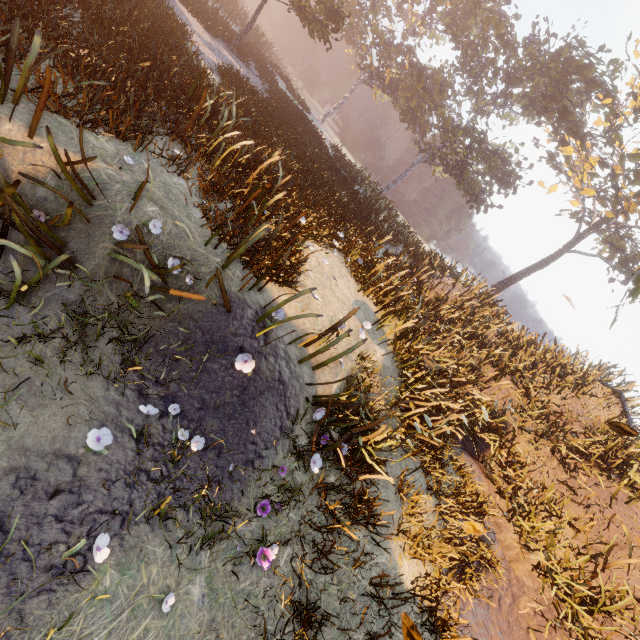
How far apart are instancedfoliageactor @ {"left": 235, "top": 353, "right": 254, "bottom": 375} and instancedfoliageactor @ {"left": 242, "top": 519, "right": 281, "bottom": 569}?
2.1m

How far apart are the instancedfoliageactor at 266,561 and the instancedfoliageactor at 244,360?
2.05m

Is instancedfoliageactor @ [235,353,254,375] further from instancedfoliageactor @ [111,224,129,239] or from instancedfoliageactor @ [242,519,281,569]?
instancedfoliageactor @ [242,519,281,569]

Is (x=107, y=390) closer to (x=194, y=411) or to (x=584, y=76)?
(x=194, y=411)

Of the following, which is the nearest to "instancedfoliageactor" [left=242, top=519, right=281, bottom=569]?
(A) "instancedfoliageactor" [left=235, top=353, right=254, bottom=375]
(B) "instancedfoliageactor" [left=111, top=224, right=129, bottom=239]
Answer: (A) "instancedfoliageactor" [left=235, top=353, right=254, bottom=375]

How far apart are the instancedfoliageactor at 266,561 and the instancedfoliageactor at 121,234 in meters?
3.3 m
